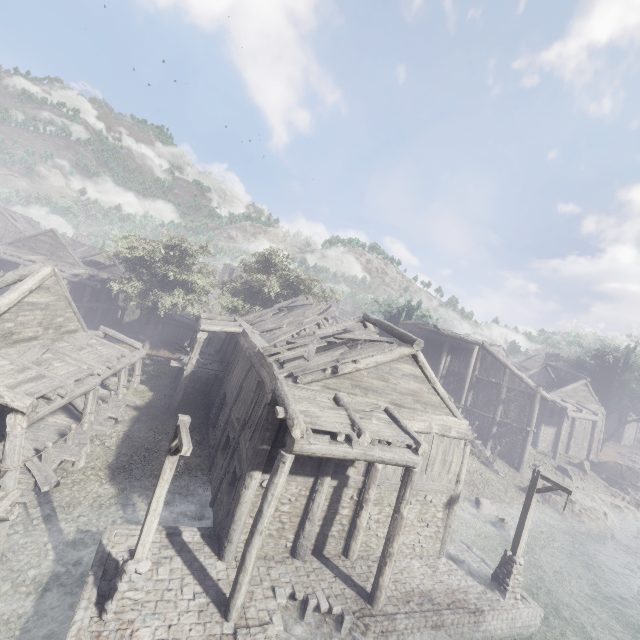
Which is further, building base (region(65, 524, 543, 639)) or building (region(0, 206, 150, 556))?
building (region(0, 206, 150, 556))

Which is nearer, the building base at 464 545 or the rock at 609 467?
the building base at 464 545

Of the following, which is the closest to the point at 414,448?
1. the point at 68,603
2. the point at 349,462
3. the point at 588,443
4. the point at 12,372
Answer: the point at 349,462

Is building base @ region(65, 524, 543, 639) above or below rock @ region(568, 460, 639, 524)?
below

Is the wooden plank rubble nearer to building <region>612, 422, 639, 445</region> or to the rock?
building <region>612, 422, 639, 445</region>

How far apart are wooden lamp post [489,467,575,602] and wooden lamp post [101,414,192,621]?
13.0m

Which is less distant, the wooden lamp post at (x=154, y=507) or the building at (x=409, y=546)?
the wooden lamp post at (x=154, y=507)
